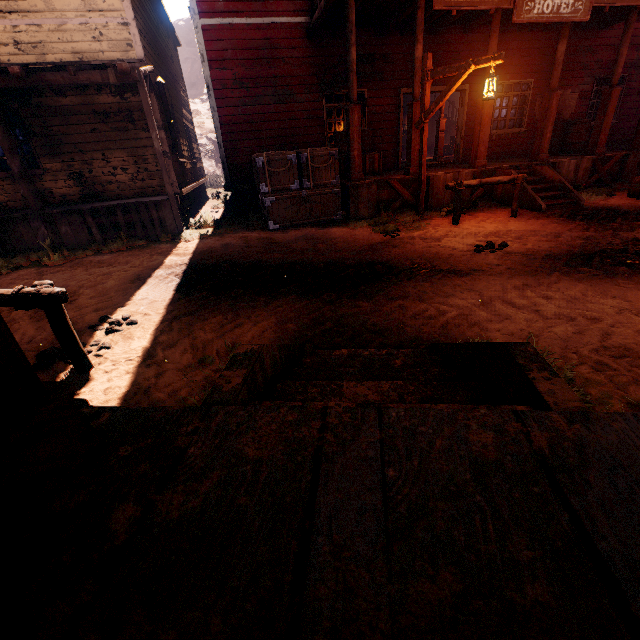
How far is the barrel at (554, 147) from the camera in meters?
10.7

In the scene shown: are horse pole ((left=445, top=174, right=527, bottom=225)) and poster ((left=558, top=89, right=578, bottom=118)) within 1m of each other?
Result: no

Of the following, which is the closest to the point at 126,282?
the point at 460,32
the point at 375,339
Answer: the point at 375,339

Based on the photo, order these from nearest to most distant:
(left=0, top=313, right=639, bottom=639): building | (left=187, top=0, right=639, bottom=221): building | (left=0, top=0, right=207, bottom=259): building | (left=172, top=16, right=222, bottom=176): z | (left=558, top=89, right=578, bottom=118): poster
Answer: (left=0, top=313, right=639, bottom=639): building < (left=0, top=0, right=207, bottom=259): building < (left=187, top=0, right=639, bottom=221): building < (left=558, top=89, right=578, bottom=118): poster < (left=172, top=16, right=222, bottom=176): z

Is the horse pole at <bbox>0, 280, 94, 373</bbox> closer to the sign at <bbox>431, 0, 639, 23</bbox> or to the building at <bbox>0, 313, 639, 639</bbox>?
the building at <bbox>0, 313, 639, 639</bbox>

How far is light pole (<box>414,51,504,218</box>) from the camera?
6.1m

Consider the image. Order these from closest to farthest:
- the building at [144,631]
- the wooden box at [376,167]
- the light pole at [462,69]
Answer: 1. the building at [144,631]
2. the light pole at [462,69]
3. the wooden box at [376,167]

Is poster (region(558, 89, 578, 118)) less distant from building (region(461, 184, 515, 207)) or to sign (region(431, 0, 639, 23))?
building (region(461, 184, 515, 207))
